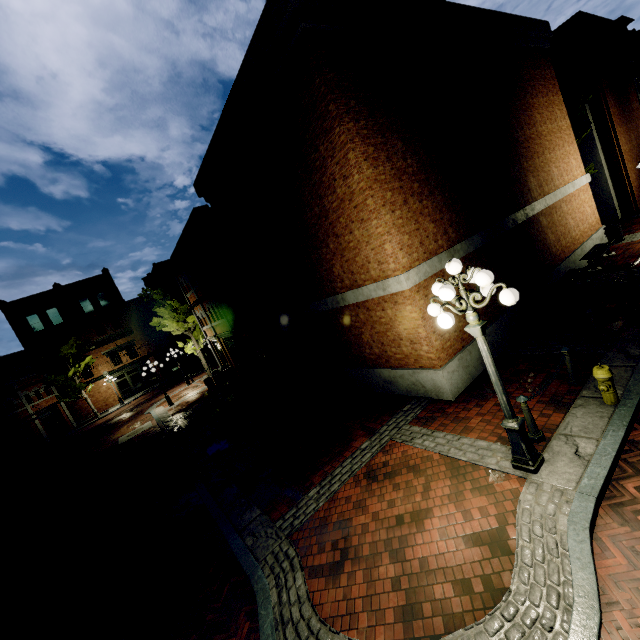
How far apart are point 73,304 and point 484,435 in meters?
44.6 m

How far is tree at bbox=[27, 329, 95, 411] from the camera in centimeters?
3186cm

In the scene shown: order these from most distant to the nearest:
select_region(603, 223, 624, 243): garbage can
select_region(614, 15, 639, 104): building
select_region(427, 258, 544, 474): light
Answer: select_region(614, 15, 639, 104): building, select_region(603, 223, 624, 243): garbage can, select_region(427, 258, 544, 474): light

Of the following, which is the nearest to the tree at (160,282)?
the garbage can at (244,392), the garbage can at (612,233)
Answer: the garbage can at (612,233)

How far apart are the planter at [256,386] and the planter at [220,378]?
6.91m

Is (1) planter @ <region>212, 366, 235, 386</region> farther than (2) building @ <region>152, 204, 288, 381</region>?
Yes

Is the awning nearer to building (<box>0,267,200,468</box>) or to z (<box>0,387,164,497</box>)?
building (<box>0,267,200,468</box>)

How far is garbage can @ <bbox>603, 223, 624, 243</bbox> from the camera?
14.80m
